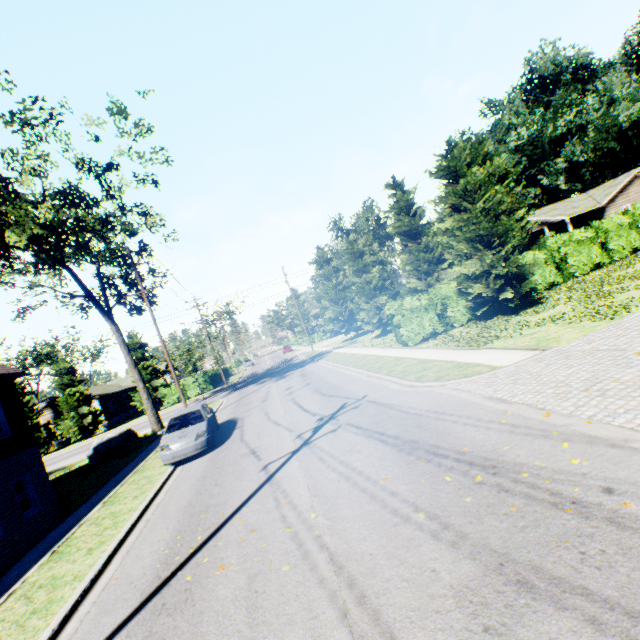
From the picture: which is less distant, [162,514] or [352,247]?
[162,514]

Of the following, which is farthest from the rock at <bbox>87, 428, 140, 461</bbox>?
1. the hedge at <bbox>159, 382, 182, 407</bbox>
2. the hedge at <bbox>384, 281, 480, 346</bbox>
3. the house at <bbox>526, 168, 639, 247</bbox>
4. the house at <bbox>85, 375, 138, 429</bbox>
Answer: the house at <bbox>526, 168, 639, 247</bbox>

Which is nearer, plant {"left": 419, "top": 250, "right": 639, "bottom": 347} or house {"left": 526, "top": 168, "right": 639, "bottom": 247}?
plant {"left": 419, "top": 250, "right": 639, "bottom": 347}

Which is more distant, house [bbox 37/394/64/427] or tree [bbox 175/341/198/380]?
tree [bbox 175/341/198/380]

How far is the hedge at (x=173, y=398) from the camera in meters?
39.6 m

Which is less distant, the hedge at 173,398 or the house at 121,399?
the hedge at 173,398

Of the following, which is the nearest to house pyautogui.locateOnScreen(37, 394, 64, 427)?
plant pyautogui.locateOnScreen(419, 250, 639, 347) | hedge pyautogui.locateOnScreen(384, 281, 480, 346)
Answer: hedge pyautogui.locateOnScreen(384, 281, 480, 346)

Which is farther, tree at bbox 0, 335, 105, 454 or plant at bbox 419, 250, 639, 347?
tree at bbox 0, 335, 105, 454
